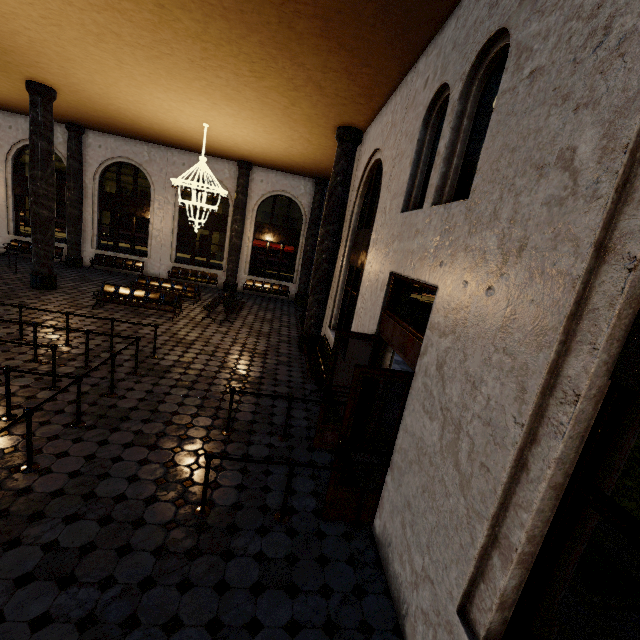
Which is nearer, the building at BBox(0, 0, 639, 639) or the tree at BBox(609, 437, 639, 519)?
the building at BBox(0, 0, 639, 639)

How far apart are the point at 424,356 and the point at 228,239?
16.1m

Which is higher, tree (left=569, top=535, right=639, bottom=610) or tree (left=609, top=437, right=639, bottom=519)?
tree (left=609, top=437, right=639, bottom=519)

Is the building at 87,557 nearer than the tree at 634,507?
Yes
